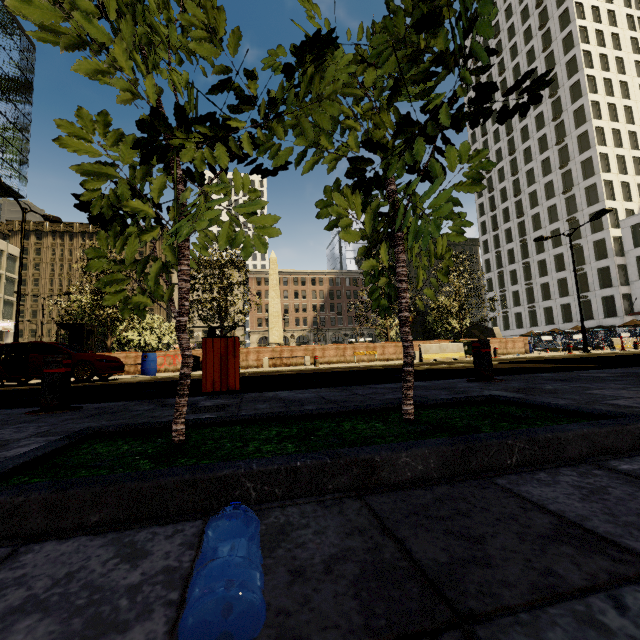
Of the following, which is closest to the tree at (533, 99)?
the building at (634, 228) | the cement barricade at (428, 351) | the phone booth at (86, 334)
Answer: the phone booth at (86, 334)

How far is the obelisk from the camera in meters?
33.0 m

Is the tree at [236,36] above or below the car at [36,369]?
above

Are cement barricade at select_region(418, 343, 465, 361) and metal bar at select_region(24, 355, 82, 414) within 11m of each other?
no

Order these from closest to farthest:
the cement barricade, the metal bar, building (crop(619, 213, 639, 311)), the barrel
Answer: the metal bar < the barrel < the cement barricade < building (crop(619, 213, 639, 311))

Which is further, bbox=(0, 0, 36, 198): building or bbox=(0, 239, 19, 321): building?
bbox=(0, 0, 36, 198): building

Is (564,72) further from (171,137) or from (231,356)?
(171,137)

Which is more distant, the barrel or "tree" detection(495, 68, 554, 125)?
the barrel
